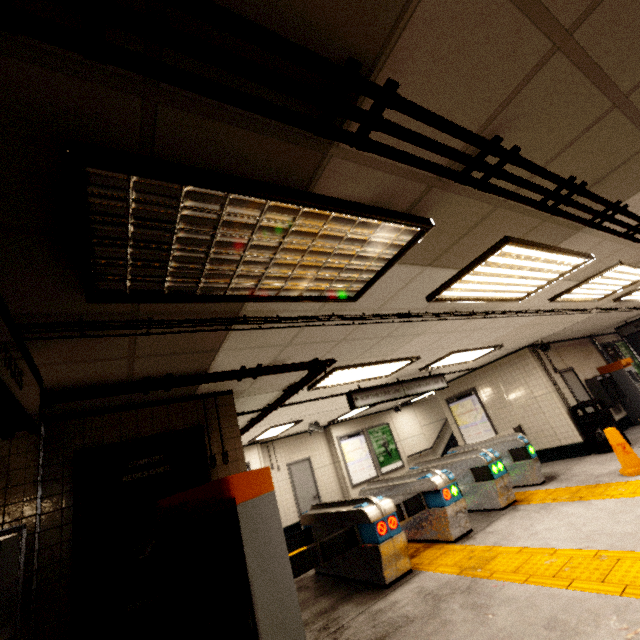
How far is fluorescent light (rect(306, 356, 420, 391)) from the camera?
5.20m

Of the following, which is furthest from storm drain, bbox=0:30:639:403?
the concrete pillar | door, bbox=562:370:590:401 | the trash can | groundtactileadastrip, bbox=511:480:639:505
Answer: the concrete pillar

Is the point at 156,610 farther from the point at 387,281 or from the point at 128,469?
the point at 387,281

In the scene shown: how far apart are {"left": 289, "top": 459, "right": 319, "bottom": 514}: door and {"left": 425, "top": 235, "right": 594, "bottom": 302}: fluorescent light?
9.22m

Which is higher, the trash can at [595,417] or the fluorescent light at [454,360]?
the fluorescent light at [454,360]

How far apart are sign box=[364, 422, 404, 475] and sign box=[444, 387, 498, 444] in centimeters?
300cm

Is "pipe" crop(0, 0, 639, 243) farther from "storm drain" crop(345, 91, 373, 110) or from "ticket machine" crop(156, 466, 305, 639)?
"ticket machine" crop(156, 466, 305, 639)

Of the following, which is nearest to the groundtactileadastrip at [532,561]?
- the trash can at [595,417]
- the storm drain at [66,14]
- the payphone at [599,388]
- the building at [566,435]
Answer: the building at [566,435]
